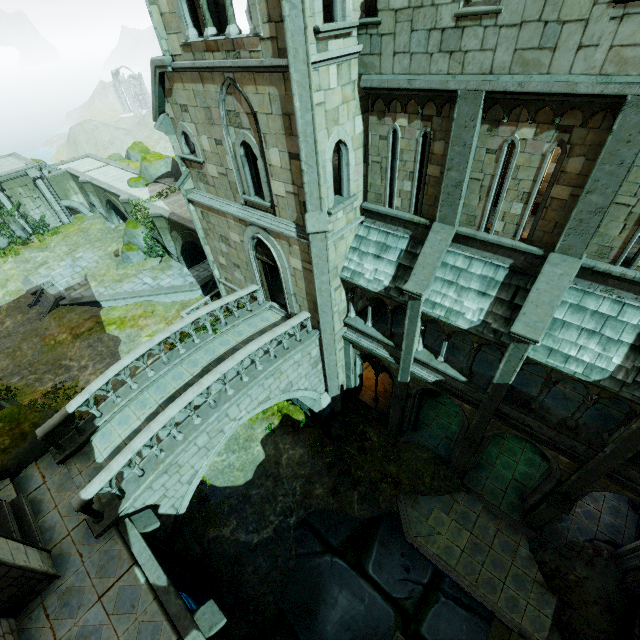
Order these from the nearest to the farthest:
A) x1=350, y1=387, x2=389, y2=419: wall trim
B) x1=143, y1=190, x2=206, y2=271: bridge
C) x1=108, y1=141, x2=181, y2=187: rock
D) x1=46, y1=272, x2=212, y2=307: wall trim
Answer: x1=350, y1=387, x2=389, y2=419: wall trim → x1=143, y1=190, x2=206, y2=271: bridge → x1=46, y1=272, x2=212, y2=307: wall trim → x1=108, y1=141, x2=181, y2=187: rock

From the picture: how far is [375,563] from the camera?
13.1 meters

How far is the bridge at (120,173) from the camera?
27.6 meters

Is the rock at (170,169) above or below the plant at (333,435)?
above

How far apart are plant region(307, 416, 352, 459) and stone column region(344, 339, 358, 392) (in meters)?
1.23

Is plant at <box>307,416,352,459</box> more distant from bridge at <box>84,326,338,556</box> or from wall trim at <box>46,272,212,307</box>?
wall trim at <box>46,272,212,307</box>

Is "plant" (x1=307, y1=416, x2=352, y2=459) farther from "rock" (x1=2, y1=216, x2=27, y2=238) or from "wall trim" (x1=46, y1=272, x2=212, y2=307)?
"rock" (x1=2, y1=216, x2=27, y2=238)

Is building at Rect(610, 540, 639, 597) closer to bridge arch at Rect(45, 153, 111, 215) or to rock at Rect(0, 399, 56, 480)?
rock at Rect(0, 399, 56, 480)
